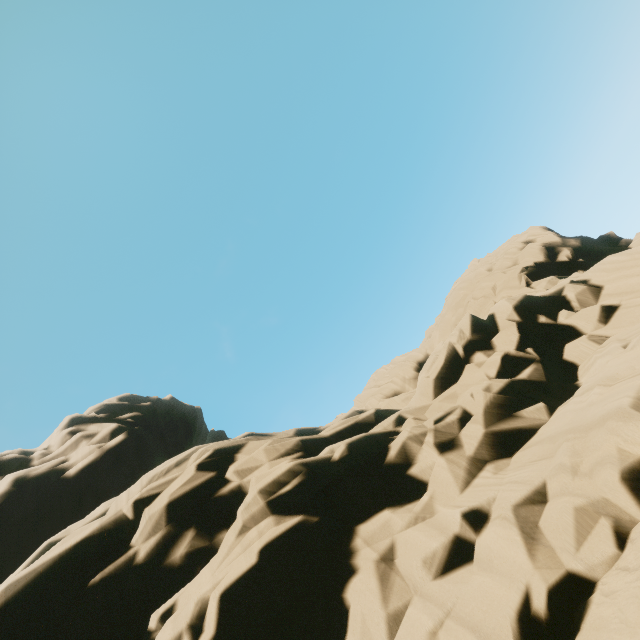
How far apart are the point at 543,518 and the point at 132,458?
32.2m
